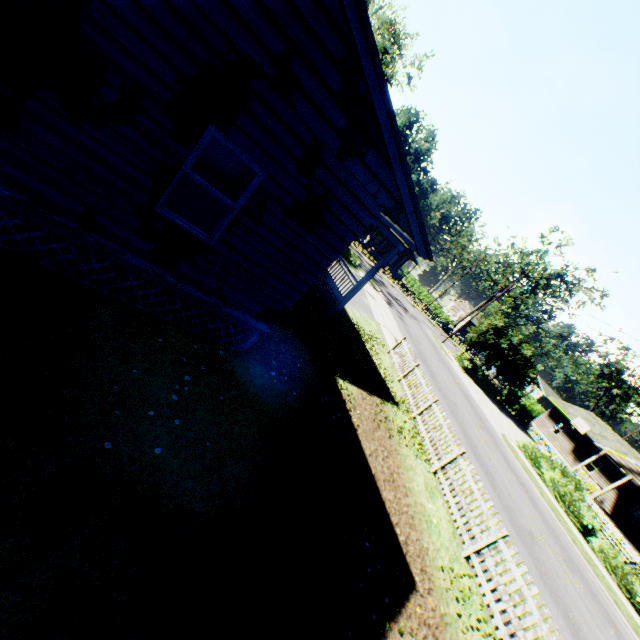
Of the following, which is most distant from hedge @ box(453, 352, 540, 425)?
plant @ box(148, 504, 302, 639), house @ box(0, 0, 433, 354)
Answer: house @ box(0, 0, 433, 354)

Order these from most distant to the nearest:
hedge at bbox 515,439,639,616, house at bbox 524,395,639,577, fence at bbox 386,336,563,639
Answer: house at bbox 524,395,639,577
hedge at bbox 515,439,639,616
fence at bbox 386,336,563,639

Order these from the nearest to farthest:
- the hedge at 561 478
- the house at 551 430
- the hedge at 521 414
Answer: the hedge at 561 478 < the house at 551 430 < the hedge at 521 414

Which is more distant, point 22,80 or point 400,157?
point 400,157

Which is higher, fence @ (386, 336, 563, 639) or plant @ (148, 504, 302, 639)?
fence @ (386, 336, 563, 639)

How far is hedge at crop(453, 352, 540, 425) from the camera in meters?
36.0 m

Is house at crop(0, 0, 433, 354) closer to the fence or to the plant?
the plant

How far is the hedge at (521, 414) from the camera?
36.0 meters
